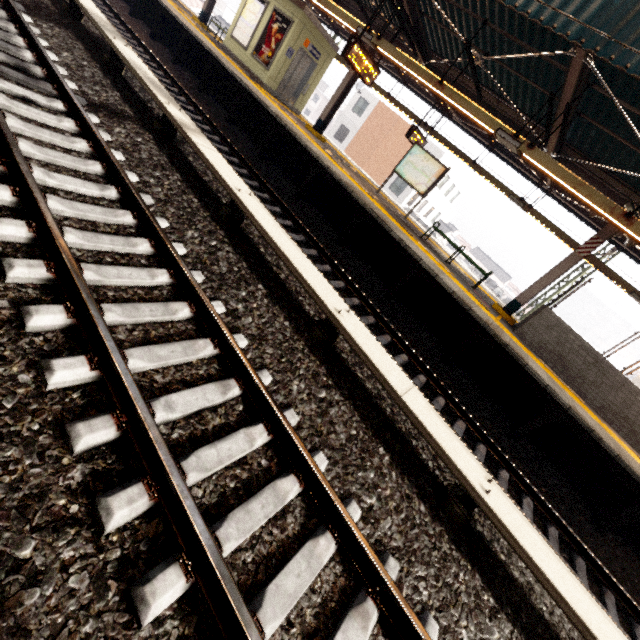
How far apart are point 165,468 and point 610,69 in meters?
8.8 m

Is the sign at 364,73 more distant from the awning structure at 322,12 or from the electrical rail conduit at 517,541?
the electrical rail conduit at 517,541

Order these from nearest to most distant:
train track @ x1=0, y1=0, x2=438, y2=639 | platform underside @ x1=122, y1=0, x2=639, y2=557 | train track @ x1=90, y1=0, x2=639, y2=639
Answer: train track @ x1=0, y1=0, x2=438, y2=639, train track @ x1=90, y1=0, x2=639, y2=639, platform underside @ x1=122, y1=0, x2=639, y2=557

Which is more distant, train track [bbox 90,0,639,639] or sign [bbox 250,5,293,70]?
sign [bbox 250,5,293,70]

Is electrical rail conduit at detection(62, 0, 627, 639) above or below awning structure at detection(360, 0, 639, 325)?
below

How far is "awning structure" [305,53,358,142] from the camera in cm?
1183

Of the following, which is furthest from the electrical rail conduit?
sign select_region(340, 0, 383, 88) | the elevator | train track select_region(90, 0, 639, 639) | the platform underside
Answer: the elevator

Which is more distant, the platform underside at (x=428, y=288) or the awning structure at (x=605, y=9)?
the platform underside at (x=428, y=288)
